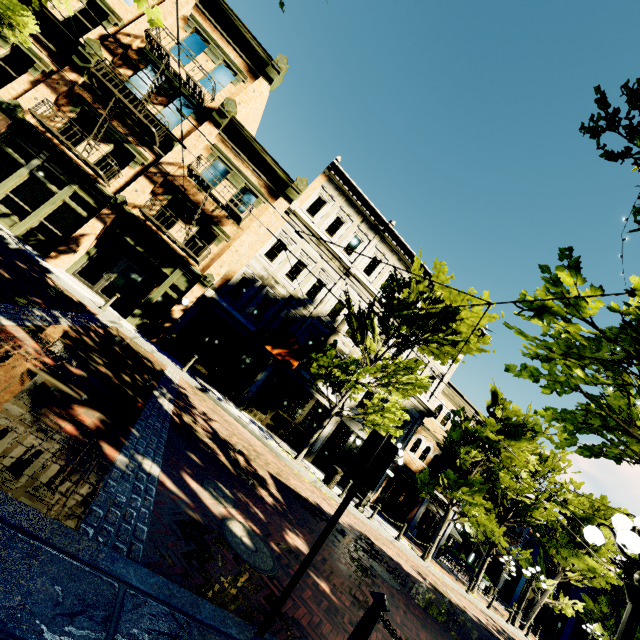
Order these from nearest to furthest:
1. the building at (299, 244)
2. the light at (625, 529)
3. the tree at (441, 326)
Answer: the light at (625, 529) → the tree at (441, 326) → the building at (299, 244)

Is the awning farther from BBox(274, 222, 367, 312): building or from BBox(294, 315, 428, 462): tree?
BBox(294, 315, 428, 462): tree

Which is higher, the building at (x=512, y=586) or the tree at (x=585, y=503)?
the tree at (x=585, y=503)

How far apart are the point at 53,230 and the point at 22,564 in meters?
16.4 m

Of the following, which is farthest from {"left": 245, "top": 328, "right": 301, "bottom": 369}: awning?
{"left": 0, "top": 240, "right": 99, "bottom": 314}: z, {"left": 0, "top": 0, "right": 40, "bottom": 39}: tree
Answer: {"left": 0, "top": 240, "right": 99, "bottom": 314}: z

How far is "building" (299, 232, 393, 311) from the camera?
18.95m

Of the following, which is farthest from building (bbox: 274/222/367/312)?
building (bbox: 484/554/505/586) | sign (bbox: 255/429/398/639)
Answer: building (bbox: 484/554/505/586)

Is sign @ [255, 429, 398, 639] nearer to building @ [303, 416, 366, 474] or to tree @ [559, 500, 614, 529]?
tree @ [559, 500, 614, 529]
